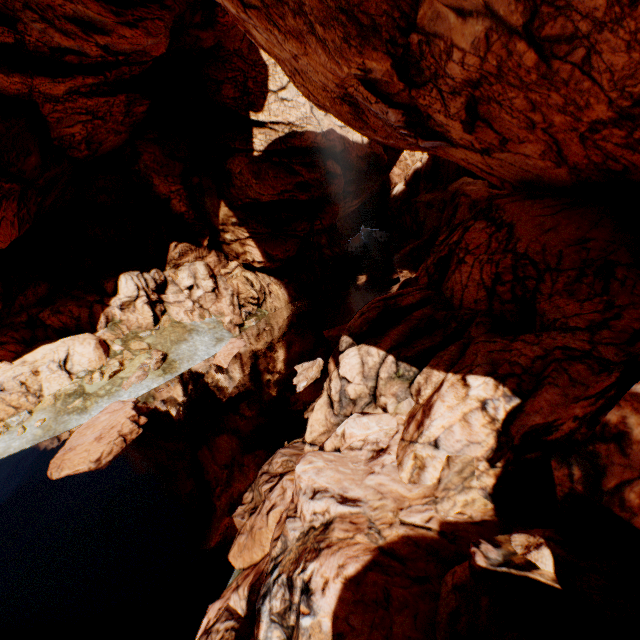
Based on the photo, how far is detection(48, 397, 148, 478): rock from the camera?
15.41m

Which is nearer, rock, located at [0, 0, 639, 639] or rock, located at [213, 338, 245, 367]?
rock, located at [0, 0, 639, 639]

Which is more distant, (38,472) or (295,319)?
(295,319)

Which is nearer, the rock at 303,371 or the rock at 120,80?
the rock at 120,80

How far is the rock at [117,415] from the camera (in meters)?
15.41

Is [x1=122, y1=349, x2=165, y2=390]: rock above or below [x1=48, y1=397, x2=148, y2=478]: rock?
above
